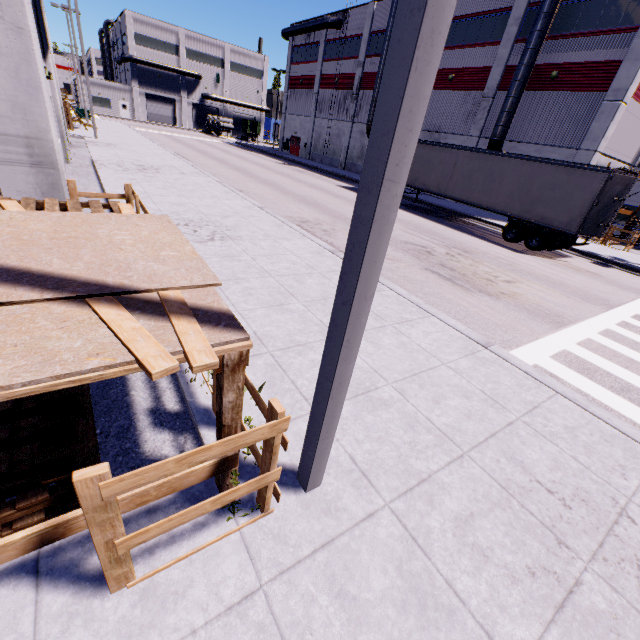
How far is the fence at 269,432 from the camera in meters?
1.6 m

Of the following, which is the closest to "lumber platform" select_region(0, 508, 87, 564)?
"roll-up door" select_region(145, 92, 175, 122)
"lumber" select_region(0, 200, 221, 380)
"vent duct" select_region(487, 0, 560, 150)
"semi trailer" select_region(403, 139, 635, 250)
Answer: "lumber" select_region(0, 200, 221, 380)

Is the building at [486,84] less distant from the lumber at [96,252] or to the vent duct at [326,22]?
the vent duct at [326,22]

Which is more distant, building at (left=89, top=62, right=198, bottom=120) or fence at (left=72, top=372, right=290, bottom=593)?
building at (left=89, top=62, right=198, bottom=120)

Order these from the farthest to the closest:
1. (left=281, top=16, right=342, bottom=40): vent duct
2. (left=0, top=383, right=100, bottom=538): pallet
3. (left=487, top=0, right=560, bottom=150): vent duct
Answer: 1. (left=281, top=16, right=342, bottom=40): vent duct
2. (left=487, top=0, right=560, bottom=150): vent duct
3. (left=0, top=383, right=100, bottom=538): pallet

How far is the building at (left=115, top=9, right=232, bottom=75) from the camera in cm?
5238

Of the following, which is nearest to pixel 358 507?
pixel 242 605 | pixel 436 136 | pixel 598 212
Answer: pixel 242 605
